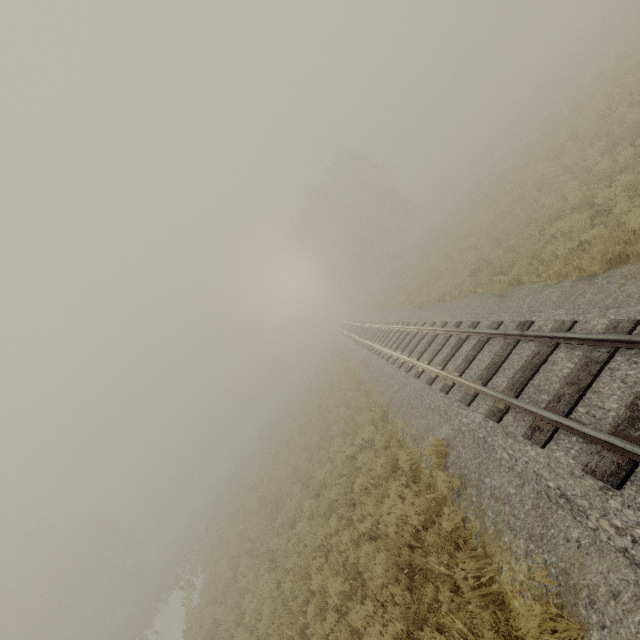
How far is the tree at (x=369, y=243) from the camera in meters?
43.8 m

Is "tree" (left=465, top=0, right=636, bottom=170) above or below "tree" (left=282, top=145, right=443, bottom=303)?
below

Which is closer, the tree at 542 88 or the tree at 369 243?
the tree at 542 88

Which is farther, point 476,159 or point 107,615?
point 476,159

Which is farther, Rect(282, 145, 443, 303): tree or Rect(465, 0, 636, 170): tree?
Rect(282, 145, 443, 303): tree

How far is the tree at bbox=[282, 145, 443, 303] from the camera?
43.8m
